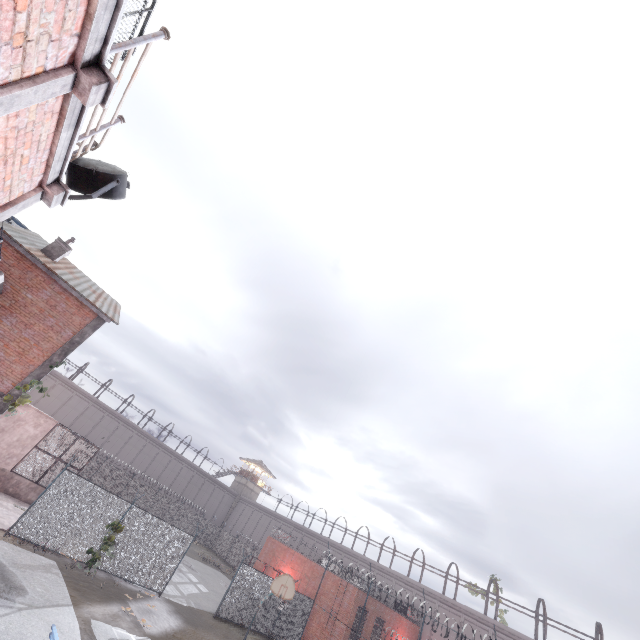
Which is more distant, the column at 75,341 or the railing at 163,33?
the column at 75,341

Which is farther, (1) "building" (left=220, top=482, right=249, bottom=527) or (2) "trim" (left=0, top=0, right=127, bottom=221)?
(1) "building" (left=220, top=482, right=249, bottom=527)

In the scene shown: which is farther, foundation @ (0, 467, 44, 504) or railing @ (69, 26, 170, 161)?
foundation @ (0, 467, 44, 504)

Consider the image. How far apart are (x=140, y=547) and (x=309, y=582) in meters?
18.9 m

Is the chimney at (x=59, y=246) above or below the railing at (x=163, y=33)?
above

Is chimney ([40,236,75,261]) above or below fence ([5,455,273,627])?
above

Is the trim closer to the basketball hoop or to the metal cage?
the basketball hoop

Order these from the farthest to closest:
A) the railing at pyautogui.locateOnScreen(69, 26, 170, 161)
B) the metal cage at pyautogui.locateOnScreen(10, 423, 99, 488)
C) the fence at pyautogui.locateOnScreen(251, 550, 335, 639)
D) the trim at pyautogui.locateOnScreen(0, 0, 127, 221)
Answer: the fence at pyautogui.locateOnScreen(251, 550, 335, 639) → the metal cage at pyautogui.locateOnScreen(10, 423, 99, 488) → the railing at pyautogui.locateOnScreen(69, 26, 170, 161) → the trim at pyautogui.locateOnScreen(0, 0, 127, 221)
